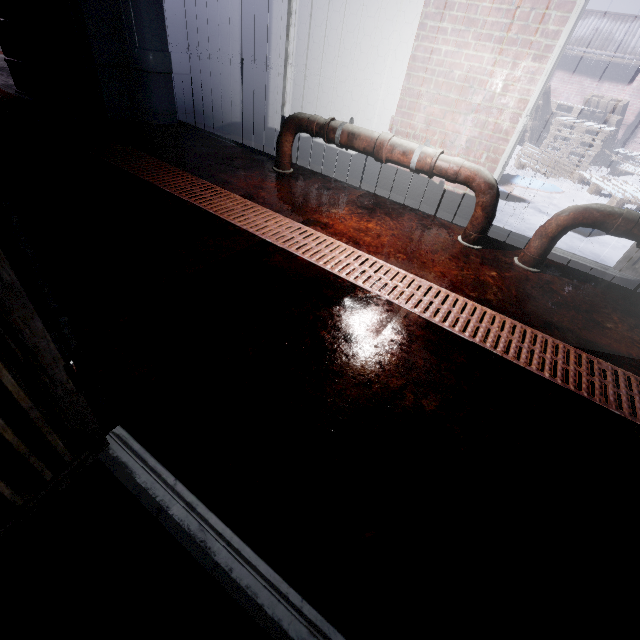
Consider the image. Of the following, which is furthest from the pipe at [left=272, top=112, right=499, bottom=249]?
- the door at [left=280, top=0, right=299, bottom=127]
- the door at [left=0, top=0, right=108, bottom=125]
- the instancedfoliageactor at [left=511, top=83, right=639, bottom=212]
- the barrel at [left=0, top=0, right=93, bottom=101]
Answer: the barrel at [left=0, top=0, right=93, bottom=101]

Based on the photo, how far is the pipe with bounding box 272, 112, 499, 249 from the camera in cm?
243

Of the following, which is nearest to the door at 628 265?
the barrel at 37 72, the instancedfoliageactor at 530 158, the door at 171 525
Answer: the instancedfoliageactor at 530 158

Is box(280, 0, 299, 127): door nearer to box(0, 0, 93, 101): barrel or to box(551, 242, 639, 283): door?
box(0, 0, 93, 101): barrel

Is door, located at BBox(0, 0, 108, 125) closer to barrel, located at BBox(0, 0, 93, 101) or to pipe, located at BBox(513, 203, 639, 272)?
barrel, located at BBox(0, 0, 93, 101)

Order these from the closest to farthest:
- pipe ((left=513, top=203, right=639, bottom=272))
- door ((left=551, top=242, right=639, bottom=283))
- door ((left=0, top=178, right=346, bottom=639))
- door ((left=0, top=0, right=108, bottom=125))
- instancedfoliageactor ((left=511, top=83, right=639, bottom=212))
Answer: door ((left=0, top=178, right=346, bottom=639))
pipe ((left=513, top=203, right=639, bottom=272))
door ((left=551, top=242, right=639, bottom=283))
door ((left=0, top=0, right=108, bottom=125))
instancedfoliageactor ((left=511, top=83, right=639, bottom=212))

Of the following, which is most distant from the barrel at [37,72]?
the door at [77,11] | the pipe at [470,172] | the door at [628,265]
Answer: the door at [628,265]

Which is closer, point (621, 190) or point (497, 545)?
point (497, 545)
